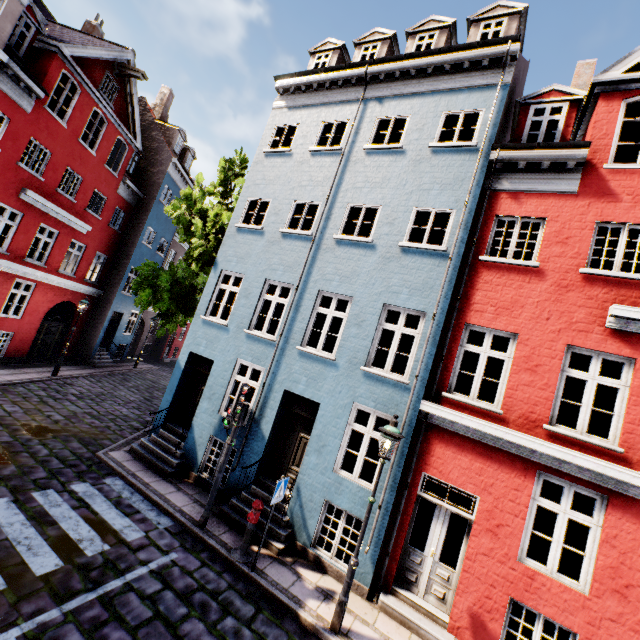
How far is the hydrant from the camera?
6.8 meters

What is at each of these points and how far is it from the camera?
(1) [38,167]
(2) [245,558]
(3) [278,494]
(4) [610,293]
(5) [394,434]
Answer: (1) building, 13.4 meters
(2) hydrant, 6.9 meters
(3) sign, 6.8 meters
(4) building, 6.7 meters
(5) street light, 6.1 meters

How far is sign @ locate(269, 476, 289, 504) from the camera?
6.6m

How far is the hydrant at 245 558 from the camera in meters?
6.8 m

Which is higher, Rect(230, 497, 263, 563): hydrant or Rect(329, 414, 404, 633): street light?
Rect(329, 414, 404, 633): street light

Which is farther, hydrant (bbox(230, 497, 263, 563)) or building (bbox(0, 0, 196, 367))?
building (bbox(0, 0, 196, 367))

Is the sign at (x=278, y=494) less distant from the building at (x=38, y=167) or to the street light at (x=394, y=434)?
the building at (x=38, y=167)

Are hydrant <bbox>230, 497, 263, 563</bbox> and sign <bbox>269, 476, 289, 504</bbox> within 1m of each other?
yes
